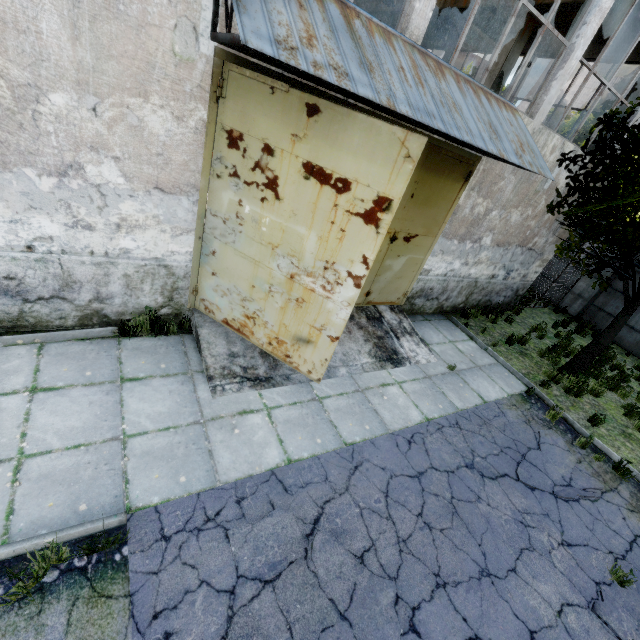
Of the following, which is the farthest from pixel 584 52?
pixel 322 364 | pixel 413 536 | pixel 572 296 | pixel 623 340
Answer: pixel 413 536

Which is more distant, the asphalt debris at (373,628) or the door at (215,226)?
the door at (215,226)

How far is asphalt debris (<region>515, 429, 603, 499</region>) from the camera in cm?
571

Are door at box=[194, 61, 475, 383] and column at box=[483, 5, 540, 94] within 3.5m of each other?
no

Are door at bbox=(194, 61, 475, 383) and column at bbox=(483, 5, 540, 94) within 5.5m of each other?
no

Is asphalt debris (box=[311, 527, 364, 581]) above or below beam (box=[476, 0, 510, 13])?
below

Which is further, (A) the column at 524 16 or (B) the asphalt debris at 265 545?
(A) the column at 524 16
